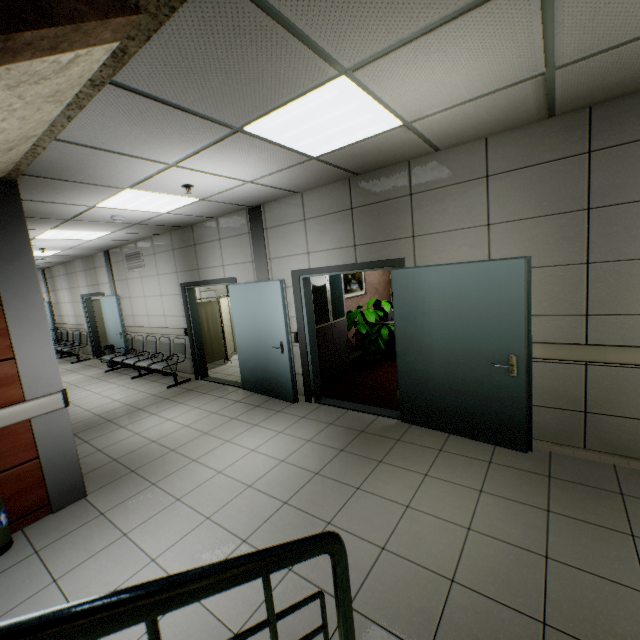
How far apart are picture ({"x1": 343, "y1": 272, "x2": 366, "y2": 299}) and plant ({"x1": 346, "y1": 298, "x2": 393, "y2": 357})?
0.5 meters

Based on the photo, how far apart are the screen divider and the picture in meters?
3.1 m

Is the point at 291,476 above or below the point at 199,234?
below

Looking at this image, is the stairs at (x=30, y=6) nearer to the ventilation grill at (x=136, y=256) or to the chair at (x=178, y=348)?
the chair at (x=178, y=348)

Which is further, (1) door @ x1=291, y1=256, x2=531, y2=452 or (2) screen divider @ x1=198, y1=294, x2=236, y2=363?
(2) screen divider @ x1=198, y1=294, x2=236, y2=363

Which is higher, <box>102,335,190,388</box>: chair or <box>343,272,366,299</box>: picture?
<box>343,272,366,299</box>: picture

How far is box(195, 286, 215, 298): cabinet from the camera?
10.4 meters

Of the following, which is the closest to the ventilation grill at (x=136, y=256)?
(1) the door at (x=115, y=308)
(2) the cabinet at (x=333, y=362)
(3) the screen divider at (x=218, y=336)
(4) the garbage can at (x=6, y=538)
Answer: (1) the door at (x=115, y=308)
